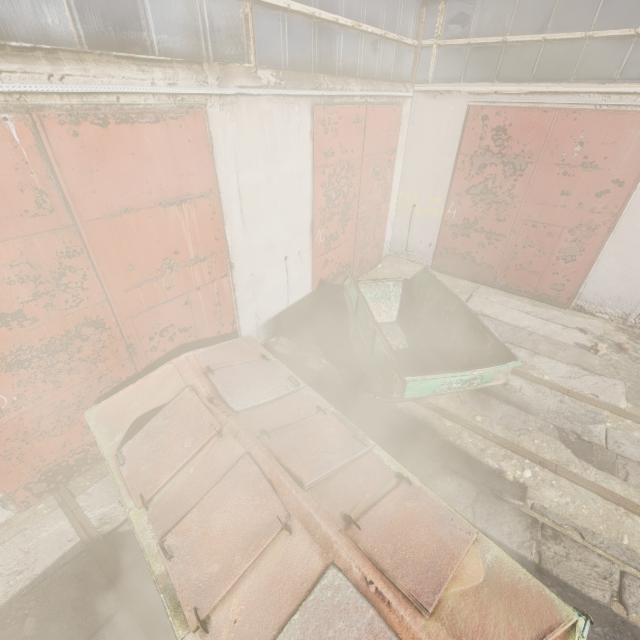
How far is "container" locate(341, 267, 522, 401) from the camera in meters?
4.5

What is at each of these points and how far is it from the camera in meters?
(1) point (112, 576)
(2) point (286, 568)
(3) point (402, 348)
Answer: (1) track, 3.5 m
(2) trash container, 2.3 m
(3) container, 6.6 m

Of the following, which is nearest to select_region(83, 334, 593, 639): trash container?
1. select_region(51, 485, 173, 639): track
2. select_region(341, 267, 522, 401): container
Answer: select_region(51, 485, 173, 639): track

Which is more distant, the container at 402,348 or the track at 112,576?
the container at 402,348

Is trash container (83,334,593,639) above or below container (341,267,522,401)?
above

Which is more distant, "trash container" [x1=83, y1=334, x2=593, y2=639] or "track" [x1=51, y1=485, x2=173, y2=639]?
"track" [x1=51, y1=485, x2=173, y2=639]

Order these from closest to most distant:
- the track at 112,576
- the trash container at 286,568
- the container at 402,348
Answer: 1. the trash container at 286,568
2. the track at 112,576
3. the container at 402,348
